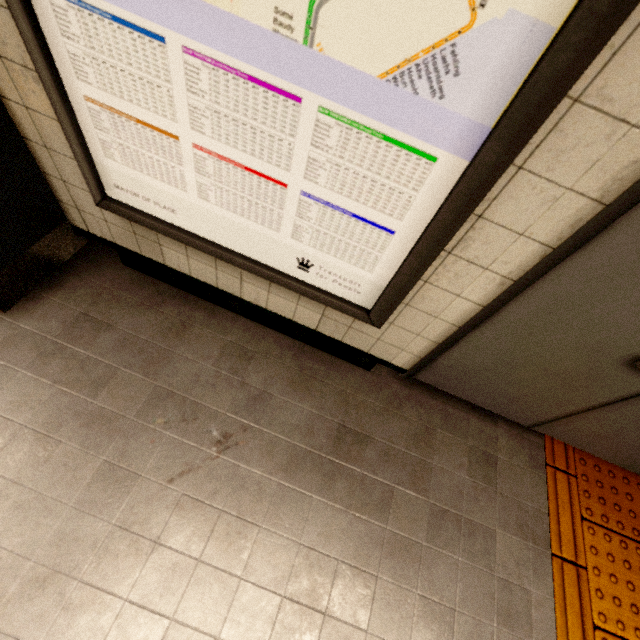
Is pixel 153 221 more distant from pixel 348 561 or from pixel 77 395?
pixel 348 561

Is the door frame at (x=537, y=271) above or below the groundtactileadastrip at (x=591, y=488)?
above

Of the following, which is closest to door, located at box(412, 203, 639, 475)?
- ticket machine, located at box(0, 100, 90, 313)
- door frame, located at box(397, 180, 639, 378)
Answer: door frame, located at box(397, 180, 639, 378)

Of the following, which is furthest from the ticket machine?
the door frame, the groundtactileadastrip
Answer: the door frame

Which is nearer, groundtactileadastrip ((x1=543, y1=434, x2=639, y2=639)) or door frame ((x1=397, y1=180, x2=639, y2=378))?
door frame ((x1=397, y1=180, x2=639, y2=378))

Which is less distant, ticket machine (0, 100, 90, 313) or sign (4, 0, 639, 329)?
sign (4, 0, 639, 329)

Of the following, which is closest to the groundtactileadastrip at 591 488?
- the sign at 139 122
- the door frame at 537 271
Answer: the door frame at 537 271
